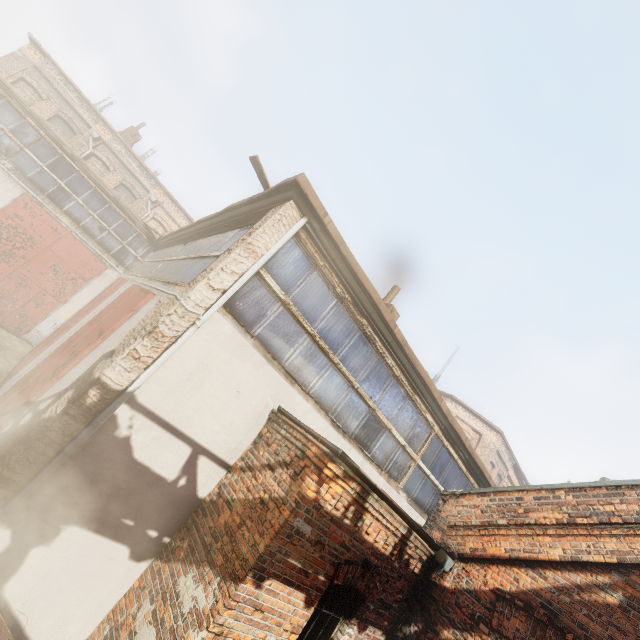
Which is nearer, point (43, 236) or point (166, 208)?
point (43, 236)
